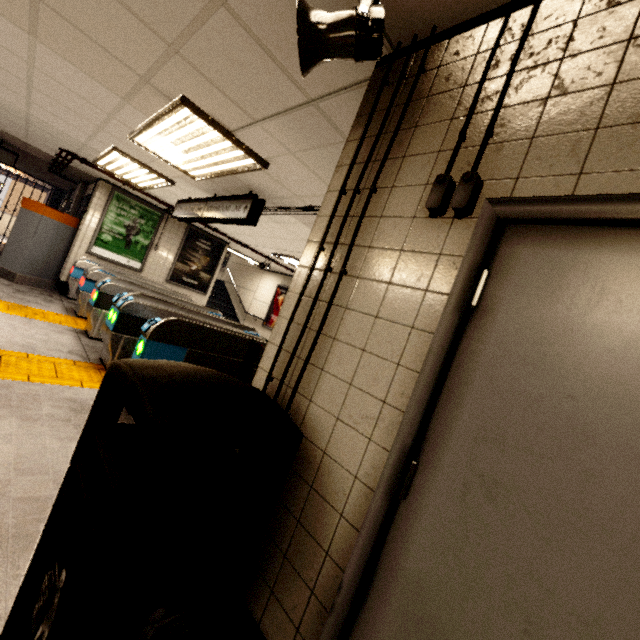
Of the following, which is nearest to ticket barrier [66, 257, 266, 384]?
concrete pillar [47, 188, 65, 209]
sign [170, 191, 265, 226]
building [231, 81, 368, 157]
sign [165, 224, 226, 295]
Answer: building [231, 81, 368, 157]

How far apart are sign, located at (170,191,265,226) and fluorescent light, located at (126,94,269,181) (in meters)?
0.36

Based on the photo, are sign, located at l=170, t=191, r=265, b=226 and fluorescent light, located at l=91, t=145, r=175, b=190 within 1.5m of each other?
yes

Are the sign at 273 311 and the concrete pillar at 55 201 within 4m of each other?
no

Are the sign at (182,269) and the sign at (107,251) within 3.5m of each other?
yes

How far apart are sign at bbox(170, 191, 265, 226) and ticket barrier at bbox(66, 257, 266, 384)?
1.4m

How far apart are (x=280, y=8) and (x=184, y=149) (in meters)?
2.71

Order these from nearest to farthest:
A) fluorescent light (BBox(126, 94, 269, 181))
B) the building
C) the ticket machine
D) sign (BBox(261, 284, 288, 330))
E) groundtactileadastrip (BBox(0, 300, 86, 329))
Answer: the building → fluorescent light (BBox(126, 94, 269, 181)) → groundtactileadastrip (BBox(0, 300, 86, 329)) → the ticket machine → sign (BBox(261, 284, 288, 330))
